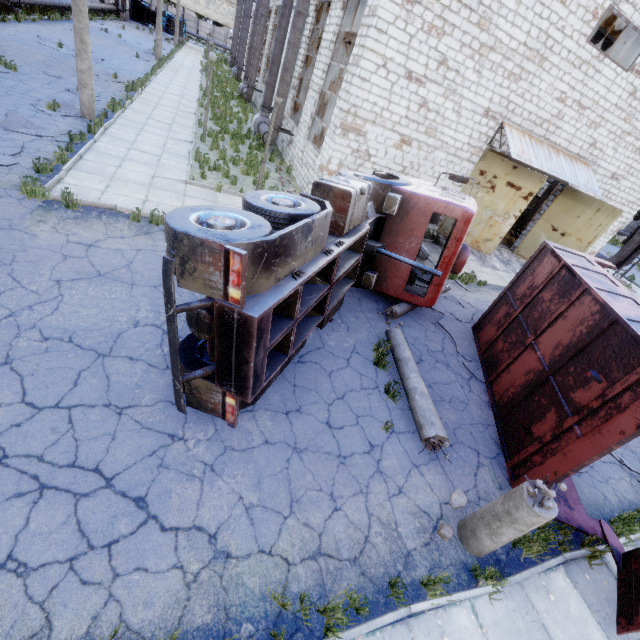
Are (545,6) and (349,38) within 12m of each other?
yes

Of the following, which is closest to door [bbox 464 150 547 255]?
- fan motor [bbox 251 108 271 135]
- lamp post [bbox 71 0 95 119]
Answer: fan motor [bbox 251 108 271 135]

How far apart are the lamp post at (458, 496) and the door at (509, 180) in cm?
1300

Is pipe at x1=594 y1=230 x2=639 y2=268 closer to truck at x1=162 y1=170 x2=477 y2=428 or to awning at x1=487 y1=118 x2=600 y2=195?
awning at x1=487 y1=118 x2=600 y2=195

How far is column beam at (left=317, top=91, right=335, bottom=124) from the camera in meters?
14.8

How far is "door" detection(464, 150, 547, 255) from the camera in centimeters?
1362cm

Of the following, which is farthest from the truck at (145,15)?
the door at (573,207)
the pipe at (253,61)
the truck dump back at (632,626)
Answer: the truck dump back at (632,626)

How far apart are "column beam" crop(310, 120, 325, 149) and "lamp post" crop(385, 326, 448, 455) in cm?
1218
